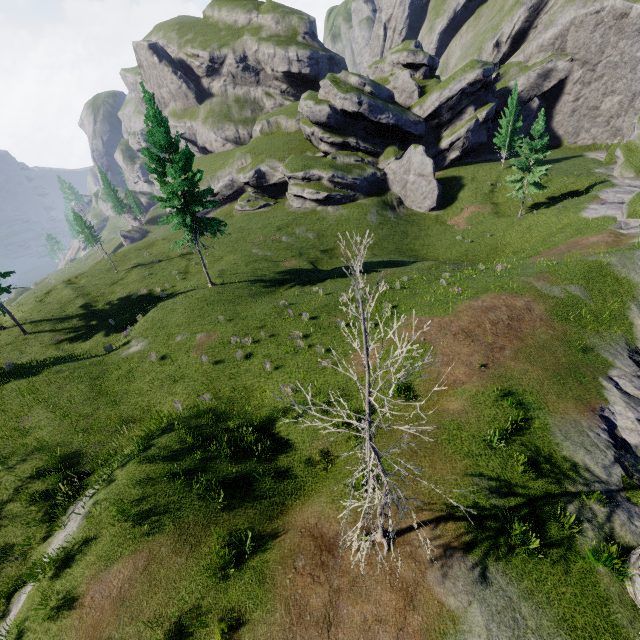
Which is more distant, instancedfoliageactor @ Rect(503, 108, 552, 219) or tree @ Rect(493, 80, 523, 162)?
tree @ Rect(493, 80, 523, 162)

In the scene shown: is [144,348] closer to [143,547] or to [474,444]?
[143,547]

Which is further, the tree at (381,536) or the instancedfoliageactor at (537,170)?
the instancedfoliageactor at (537,170)

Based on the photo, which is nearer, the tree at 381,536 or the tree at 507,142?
the tree at 381,536

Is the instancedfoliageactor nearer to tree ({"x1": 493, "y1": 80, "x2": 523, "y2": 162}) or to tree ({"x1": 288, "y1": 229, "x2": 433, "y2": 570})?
tree ({"x1": 493, "y1": 80, "x2": 523, "y2": 162})

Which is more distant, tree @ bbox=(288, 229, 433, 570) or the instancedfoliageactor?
the instancedfoliageactor

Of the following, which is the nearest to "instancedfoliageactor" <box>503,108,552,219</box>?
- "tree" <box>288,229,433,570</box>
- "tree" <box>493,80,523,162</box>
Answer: "tree" <box>493,80,523,162</box>
